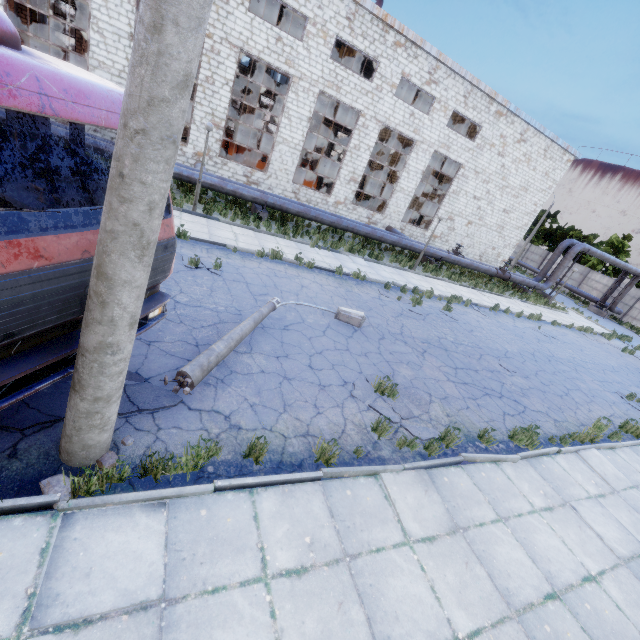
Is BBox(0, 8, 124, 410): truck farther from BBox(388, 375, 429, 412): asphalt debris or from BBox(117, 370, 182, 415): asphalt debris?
BBox(388, 375, 429, 412): asphalt debris

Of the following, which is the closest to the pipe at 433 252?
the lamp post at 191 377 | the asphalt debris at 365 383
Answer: the lamp post at 191 377

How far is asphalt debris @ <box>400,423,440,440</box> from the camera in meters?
6.1 m

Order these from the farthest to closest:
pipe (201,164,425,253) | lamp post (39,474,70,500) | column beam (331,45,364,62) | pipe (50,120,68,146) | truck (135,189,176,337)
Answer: column beam (331,45,364,62), pipe (201,164,425,253), pipe (50,120,68,146), truck (135,189,176,337), lamp post (39,474,70,500)

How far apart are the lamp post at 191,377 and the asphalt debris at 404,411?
2.2 meters

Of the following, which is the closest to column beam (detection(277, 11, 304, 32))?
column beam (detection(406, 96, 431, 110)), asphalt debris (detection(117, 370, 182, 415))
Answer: column beam (detection(406, 96, 431, 110))

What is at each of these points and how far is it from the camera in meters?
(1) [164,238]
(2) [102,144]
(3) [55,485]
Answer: (1) truck, 4.2
(2) pipe, 12.8
(3) lamp post, 3.3

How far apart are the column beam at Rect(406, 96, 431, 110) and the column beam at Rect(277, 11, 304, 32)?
12.80m
